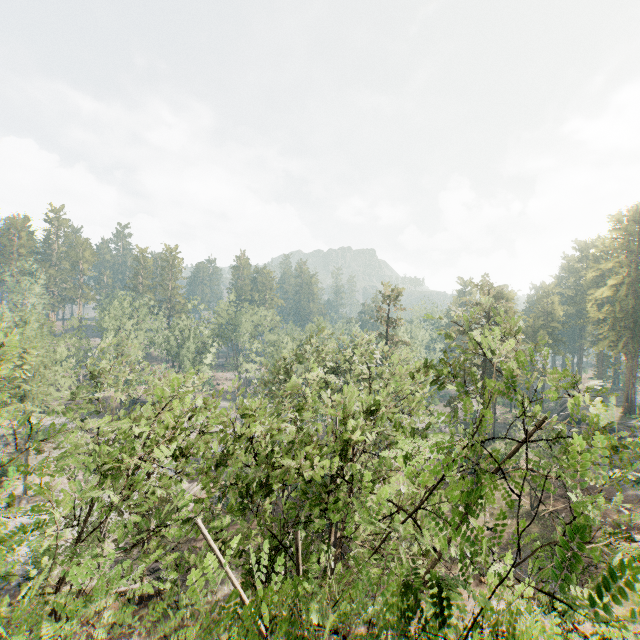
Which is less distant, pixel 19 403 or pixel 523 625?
pixel 523 625
